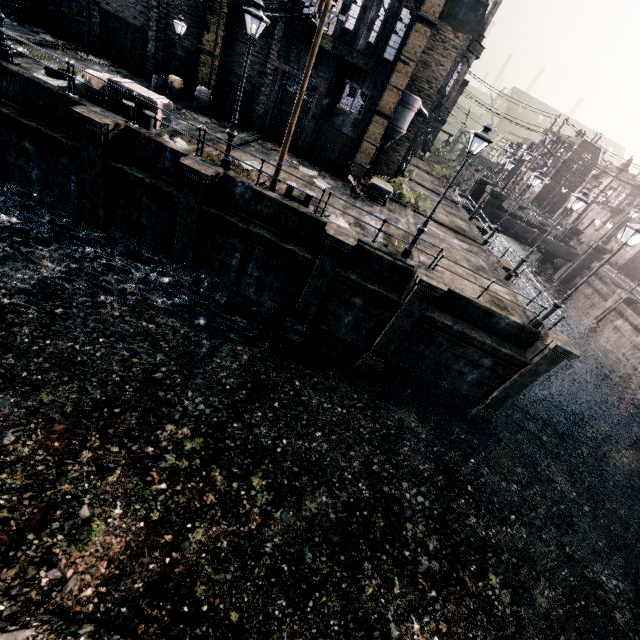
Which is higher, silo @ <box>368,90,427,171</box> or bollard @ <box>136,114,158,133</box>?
silo @ <box>368,90,427,171</box>

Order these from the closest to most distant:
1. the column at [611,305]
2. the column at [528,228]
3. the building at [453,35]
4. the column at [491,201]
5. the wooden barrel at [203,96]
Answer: the wooden barrel at [203,96] → the building at [453,35] → the column at [611,305] → the column at [491,201] → the column at [528,228]

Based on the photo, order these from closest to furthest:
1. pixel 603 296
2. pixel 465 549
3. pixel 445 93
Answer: pixel 465 549, pixel 445 93, pixel 603 296

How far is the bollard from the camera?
14.6m

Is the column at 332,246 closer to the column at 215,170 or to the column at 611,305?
the column at 215,170

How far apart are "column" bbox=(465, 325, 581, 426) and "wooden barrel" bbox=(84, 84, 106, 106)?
23.30m

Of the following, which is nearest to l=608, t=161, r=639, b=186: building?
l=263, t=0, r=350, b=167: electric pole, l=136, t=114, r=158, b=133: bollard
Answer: l=263, t=0, r=350, b=167: electric pole

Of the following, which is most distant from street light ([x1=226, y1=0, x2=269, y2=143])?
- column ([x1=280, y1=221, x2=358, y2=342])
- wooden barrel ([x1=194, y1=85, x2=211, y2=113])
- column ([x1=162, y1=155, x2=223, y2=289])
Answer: column ([x1=280, y1=221, x2=358, y2=342])
